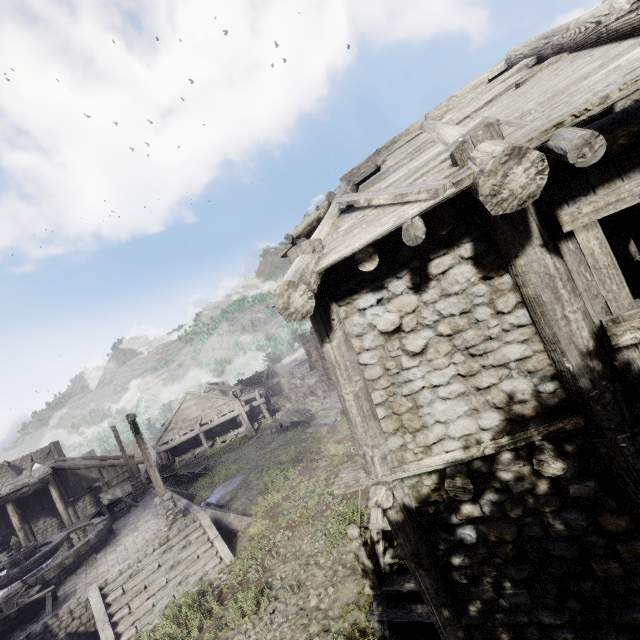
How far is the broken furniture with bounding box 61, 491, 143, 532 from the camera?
17.09m

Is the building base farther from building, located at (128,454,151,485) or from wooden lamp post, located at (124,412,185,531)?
building, located at (128,454,151,485)

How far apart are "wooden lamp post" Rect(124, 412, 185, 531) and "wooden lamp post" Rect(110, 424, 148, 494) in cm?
912

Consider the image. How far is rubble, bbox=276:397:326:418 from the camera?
28.5 meters

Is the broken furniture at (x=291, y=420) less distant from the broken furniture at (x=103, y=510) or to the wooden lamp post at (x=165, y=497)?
the broken furniture at (x=103, y=510)

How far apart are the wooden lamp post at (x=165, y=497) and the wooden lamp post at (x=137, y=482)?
9.1 meters

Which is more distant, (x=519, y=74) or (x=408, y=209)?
(x=519, y=74)

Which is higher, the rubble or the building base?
the building base
